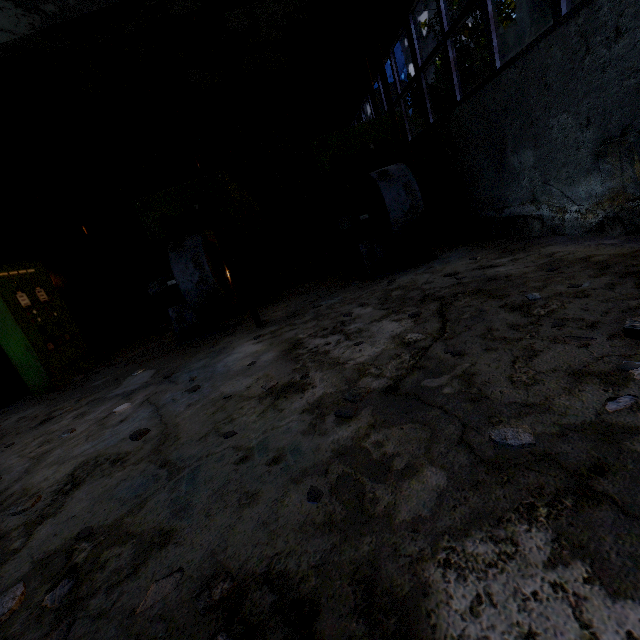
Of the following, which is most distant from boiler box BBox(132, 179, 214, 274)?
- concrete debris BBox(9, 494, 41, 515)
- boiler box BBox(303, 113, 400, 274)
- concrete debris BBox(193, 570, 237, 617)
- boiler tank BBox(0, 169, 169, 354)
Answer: concrete debris BBox(193, 570, 237, 617)

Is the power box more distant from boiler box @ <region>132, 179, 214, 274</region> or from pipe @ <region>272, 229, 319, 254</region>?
pipe @ <region>272, 229, 319, 254</region>

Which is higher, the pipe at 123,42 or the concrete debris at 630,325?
the pipe at 123,42

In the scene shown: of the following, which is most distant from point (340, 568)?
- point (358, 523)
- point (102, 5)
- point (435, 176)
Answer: point (102, 5)

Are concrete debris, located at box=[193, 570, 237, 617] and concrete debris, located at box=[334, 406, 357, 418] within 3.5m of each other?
yes

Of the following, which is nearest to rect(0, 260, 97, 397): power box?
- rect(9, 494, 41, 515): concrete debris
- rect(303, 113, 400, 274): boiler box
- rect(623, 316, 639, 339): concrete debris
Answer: rect(9, 494, 41, 515): concrete debris

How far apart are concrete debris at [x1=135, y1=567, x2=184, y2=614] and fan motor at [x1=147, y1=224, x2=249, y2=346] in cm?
485

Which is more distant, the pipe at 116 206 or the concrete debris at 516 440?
the pipe at 116 206
